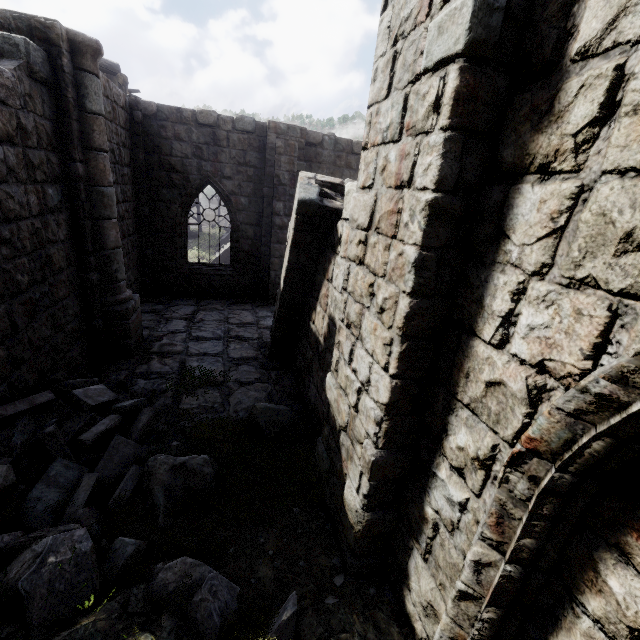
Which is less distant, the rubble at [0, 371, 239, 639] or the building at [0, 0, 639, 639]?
the building at [0, 0, 639, 639]

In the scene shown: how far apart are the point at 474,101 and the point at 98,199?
6.9m

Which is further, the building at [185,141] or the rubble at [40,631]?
the rubble at [40,631]

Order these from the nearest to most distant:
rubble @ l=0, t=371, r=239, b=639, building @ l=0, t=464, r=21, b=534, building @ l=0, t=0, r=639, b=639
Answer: building @ l=0, t=0, r=639, b=639, rubble @ l=0, t=371, r=239, b=639, building @ l=0, t=464, r=21, b=534

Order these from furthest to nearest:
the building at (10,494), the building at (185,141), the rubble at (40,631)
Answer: the building at (10,494) < the rubble at (40,631) < the building at (185,141)
